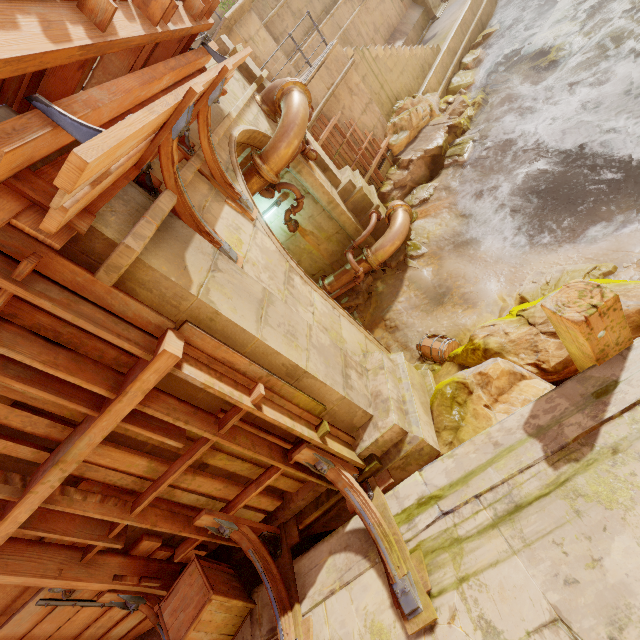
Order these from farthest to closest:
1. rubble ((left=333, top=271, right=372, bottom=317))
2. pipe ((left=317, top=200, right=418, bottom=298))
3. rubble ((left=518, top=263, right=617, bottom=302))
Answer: rubble ((left=333, top=271, right=372, bottom=317)) < pipe ((left=317, top=200, right=418, bottom=298)) < rubble ((left=518, top=263, right=617, bottom=302))

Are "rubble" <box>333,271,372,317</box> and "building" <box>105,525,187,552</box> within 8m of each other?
yes

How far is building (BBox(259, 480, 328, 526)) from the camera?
3.75m

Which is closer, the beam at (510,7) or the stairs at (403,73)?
the stairs at (403,73)

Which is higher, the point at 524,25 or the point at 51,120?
the point at 51,120

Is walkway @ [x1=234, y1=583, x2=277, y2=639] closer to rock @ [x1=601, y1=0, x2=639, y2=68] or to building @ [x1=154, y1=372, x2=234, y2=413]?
building @ [x1=154, y1=372, x2=234, y2=413]

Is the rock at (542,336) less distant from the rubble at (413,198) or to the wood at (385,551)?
the wood at (385,551)
